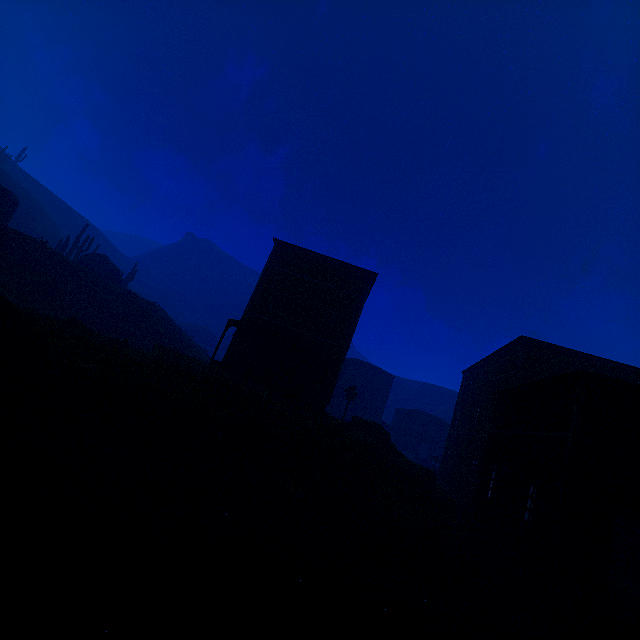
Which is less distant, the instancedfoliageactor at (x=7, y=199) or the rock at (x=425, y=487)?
the rock at (x=425, y=487)

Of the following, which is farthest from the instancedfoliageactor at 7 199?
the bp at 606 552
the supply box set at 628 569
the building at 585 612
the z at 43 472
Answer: the supply box set at 628 569

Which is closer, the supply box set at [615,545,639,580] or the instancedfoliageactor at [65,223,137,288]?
the supply box set at [615,545,639,580]

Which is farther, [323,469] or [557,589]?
[323,469]

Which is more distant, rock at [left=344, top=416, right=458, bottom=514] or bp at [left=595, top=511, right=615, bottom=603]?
rock at [left=344, top=416, right=458, bottom=514]

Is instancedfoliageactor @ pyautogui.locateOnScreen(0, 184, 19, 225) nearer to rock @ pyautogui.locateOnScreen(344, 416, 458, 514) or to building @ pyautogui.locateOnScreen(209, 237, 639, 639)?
building @ pyautogui.locateOnScreen(209, 237, 639, 639)

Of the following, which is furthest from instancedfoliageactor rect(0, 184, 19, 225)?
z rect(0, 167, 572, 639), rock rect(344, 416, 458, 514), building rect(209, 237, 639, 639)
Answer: rock rect(344, 416, 458, 514)

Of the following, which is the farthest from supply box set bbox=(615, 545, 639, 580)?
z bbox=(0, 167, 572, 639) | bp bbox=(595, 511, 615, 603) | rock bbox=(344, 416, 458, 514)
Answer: bp bbox=(595, 511, 615, 603)
